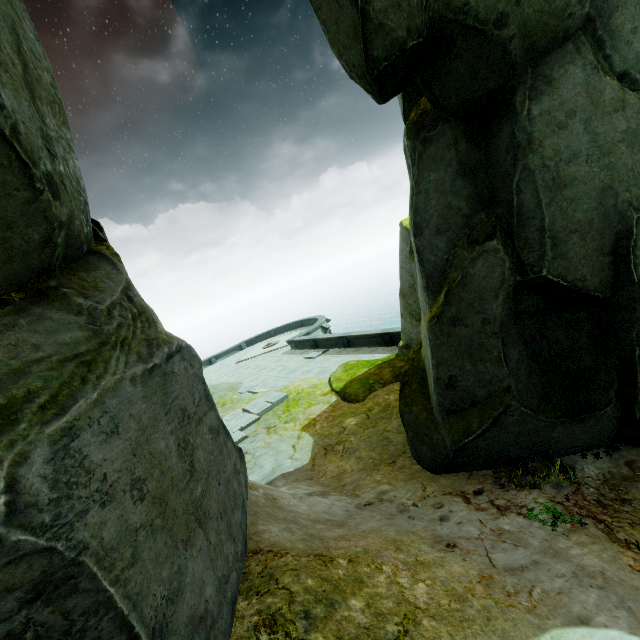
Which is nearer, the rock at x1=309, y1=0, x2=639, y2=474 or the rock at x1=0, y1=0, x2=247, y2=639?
the rock at x1=0, y1=0, x2=247, y2=639

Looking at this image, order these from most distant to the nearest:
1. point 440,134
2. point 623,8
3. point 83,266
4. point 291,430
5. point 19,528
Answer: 1. point 291,430
2. point 440,134
3. point 623,8
4. point 83,266
5. point 19,528

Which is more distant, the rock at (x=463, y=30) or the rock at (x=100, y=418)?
the rock at (x=463, y=30)
